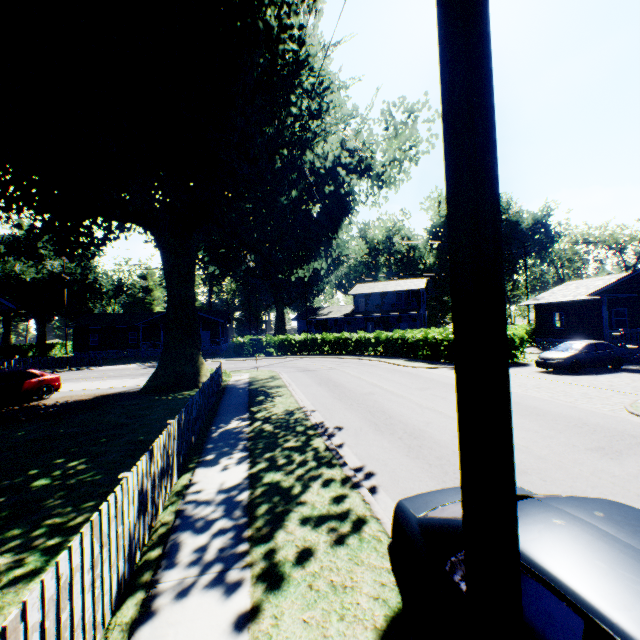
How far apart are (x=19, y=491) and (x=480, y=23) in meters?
9.8 m

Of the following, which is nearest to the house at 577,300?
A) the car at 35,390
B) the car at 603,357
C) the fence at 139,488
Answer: the car at 603,357

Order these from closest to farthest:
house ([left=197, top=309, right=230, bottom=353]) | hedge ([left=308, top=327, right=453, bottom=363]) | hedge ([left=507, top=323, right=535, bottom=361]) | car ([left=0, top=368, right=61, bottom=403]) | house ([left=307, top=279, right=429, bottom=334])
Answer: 1. car ([left=0, top=368, right=61, bottom=403])
2. hedge ([left=507, top=323, right=535, bottom=361])
3. hedge ([left=308, top=327, right=453, bottom=363])
4. house ([left=197, top=309, right=230, bottom=353])
5. house ([left=307, top=279, right=429, bottom=334])

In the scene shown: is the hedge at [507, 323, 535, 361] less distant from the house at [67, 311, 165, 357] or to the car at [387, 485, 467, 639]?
the house at [67, 311, 165, 357]

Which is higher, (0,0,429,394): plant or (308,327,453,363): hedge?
(0,0,429,394): plant

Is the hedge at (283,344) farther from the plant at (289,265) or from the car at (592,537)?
the car at (592,537)

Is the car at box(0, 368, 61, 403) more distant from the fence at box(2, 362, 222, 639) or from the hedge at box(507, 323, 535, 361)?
the hedge at box(507, 323, 535, 361)

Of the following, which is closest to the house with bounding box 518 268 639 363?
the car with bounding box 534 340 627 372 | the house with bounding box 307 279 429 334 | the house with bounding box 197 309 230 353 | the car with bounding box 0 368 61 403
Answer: the car with bounding box 534 340 627 372
